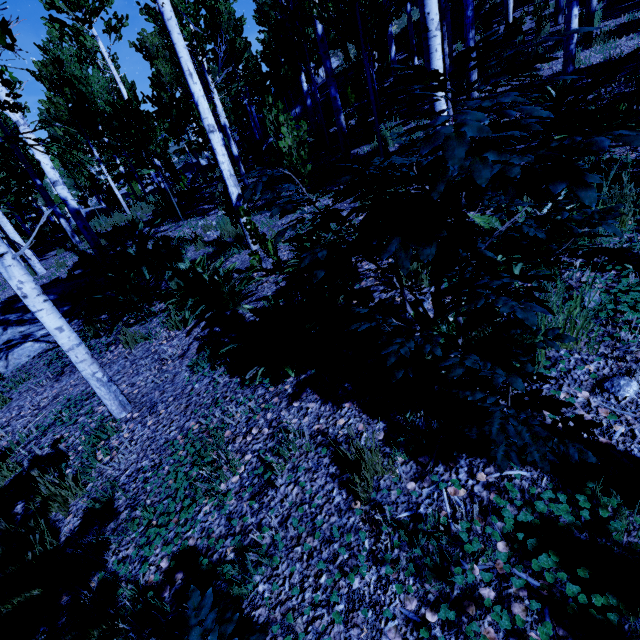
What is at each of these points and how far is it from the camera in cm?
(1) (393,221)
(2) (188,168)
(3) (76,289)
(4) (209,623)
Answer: (1) instancedfoliageactor, 117
(2) rock, 3619
(3) rock, 693
(4) instancedfoliageactor, 116

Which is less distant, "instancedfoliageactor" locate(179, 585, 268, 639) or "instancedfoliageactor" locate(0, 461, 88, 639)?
"instancedfoliageactor" locate(179, 585, 268, 639)

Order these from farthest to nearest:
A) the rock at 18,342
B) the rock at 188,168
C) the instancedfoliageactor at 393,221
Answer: the rock at 188,168
the rock at 18,342
the instancedfoliageactor at 393,221

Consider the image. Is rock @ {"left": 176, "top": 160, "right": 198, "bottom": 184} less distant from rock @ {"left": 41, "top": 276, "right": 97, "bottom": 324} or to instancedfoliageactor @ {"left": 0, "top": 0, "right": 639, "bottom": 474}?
instancedfoliageactor @ {"left": 0, "top": 0, "right": 639, "bottom": 474}

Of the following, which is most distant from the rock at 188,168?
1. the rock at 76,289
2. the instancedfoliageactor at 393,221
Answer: the rock at 76,289

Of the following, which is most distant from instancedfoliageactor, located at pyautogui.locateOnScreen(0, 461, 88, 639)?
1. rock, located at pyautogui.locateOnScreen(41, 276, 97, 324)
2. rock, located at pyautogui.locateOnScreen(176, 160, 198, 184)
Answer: rock, located at pyautogui.locateOnScreen(176, 160, 198, 184)
